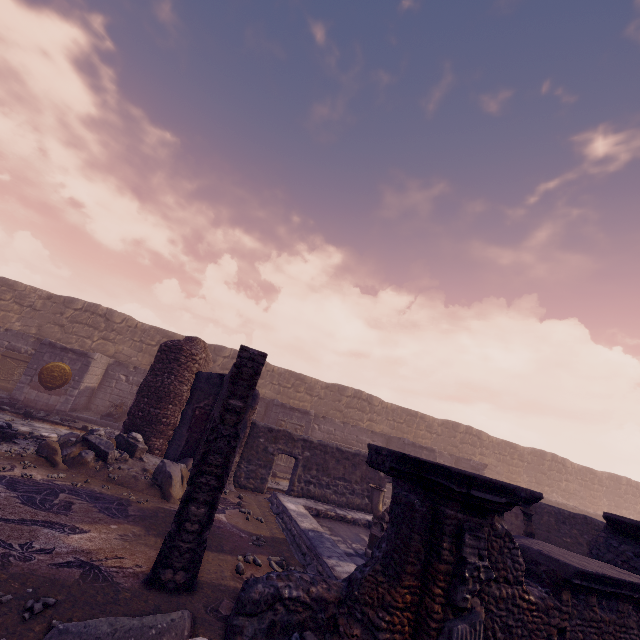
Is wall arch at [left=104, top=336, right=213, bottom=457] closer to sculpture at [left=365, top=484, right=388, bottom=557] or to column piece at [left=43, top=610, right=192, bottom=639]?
sculpture at [left=365, top=484, right=388, bottom=557]

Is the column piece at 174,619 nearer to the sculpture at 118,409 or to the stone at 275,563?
the stone at 275,563

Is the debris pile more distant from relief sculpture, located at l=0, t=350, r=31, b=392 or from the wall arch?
relief sculpture, located at l=0, t=350, r=31, b=392

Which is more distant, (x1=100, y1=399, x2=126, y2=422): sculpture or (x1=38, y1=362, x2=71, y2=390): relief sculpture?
(x1=100, y1=399, x2=126, y2=422): sculpture

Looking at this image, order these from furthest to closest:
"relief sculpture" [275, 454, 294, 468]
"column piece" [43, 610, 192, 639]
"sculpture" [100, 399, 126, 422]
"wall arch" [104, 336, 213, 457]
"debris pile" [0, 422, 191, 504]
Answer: "relief sculpture" [275, 454, 294, 468] < "sculpture" [100, 399, 126, 422] < "wall arch" [104, 336, 213, 457] < "debris pile" [0, 422, 191, 504] < "column piece" [43, 610, 192, 639]

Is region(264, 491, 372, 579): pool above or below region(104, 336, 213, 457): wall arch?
below

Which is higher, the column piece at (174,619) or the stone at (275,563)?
the column piece at (174,619)

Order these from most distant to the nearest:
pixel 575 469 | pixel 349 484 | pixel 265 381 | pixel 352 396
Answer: pixel 575 469
pixel 352 396
pixel 265 381
pixel 349 484
